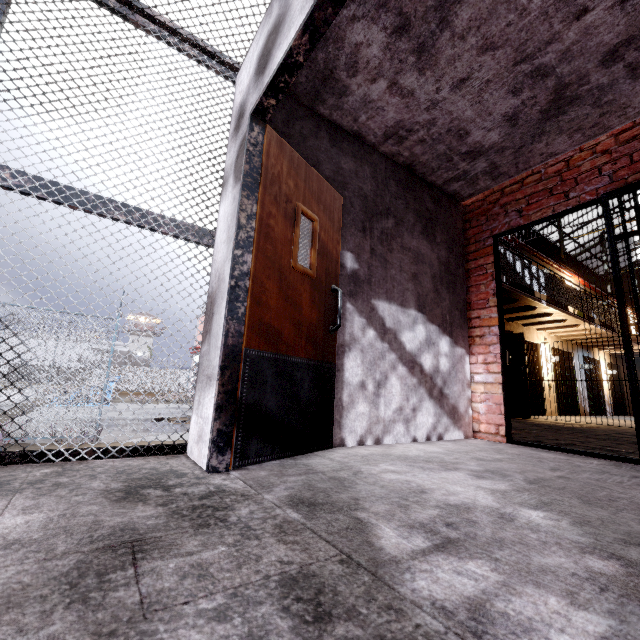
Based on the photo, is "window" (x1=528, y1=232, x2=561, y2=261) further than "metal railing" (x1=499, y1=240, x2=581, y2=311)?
Yes

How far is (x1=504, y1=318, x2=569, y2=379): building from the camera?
10.2m

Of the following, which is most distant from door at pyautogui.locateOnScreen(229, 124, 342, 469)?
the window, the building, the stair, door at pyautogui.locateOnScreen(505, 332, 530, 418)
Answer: the window

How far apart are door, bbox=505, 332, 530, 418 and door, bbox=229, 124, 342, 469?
7.50m

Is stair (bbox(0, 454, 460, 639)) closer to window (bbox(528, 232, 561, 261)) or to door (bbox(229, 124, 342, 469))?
door (bbox(229, 124, 342, 469))

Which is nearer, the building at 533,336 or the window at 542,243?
the building at 533,336

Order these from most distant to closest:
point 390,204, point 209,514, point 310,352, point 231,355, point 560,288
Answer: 1. point 560,288
2. point 390,204
3. point 310,352
4. point 231,355
5. point 209,514

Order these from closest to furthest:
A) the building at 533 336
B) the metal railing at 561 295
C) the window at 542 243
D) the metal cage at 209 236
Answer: the metal cage at 209 236
the metal railing at 561 295
the building at 533 336
the window at 542 243
